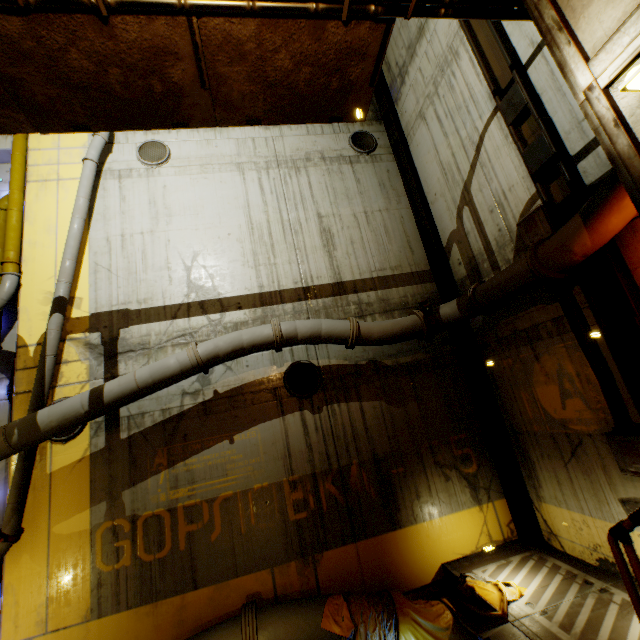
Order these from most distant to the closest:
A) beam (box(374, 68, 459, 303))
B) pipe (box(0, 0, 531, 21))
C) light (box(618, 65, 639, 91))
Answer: beam (box(374, 68, 459, 303)), pipe (box(0, 0, 531, 21)), light (box(618, 65, 639, 91))

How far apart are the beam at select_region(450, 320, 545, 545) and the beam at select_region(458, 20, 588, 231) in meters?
2.8

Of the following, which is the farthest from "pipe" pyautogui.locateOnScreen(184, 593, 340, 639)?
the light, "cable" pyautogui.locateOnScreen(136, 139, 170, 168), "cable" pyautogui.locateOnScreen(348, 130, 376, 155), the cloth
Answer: "cable" pyautogui.locateOnScreen(348, 130, 376, 155)

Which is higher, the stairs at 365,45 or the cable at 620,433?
the stairs at 365,45

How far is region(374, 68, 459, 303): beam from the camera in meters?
7.9 m

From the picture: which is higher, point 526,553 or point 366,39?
point 366,39

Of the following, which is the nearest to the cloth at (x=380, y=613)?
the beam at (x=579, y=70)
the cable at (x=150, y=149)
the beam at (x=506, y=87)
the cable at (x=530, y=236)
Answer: the beam at (x=506, y=87)

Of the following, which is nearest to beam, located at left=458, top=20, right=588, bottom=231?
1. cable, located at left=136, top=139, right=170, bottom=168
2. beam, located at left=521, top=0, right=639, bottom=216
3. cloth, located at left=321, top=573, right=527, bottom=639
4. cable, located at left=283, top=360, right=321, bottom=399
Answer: cloth, located at left=321, top=573, right=527, bottom=639
